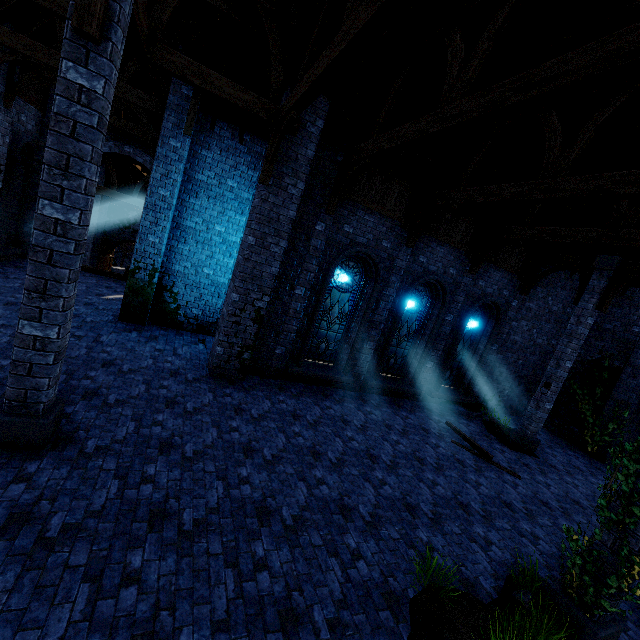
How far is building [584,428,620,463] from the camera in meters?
12.7 m

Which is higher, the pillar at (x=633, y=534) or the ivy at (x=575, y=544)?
the ivy at (x=575, y=544)

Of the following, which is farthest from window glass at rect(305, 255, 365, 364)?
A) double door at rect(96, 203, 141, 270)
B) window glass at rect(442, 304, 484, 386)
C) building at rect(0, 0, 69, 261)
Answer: double door at rect(96, 203, 141, 270)

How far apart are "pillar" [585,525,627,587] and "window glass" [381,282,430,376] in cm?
737

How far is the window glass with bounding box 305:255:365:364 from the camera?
10.42m

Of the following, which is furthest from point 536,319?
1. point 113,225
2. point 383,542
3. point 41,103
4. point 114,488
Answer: point 113,225

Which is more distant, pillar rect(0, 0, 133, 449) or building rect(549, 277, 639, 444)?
building rect(549, 277, 639, 444)

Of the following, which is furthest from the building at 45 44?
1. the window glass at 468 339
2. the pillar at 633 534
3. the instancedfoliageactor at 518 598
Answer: the instancedfoliageactor at 518 598
